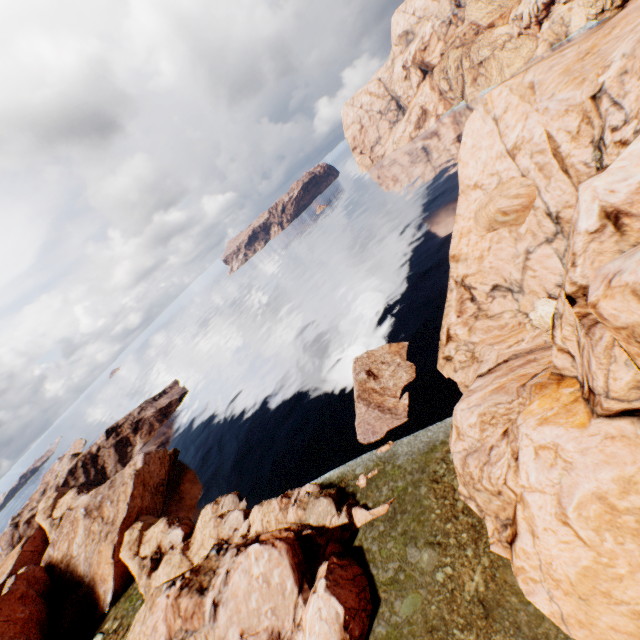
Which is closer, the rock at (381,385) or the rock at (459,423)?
the rock at (459,423)

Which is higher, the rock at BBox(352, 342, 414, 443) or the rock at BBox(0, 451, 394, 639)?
the rock at BBox(0, 451, 394, 639)

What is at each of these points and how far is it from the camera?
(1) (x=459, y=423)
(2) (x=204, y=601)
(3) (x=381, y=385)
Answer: (1) rock, 23.23m
(2) rock, 23.61m
(3) rock, 38.94m

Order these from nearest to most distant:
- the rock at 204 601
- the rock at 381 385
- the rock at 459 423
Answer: the rock at 459 423
the rock at 204 601
the rock at 381 385

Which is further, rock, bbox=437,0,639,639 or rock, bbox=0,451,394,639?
rock, bbox=0,451,394,639

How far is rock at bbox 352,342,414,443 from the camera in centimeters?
3497cm

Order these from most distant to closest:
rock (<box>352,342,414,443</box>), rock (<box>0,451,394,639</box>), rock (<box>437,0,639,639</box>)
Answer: rock (<box>352,342,414,443</box>) < rock (<box>0,451,394,639</box>) < rock (<box>437,0,639,639</box>)
